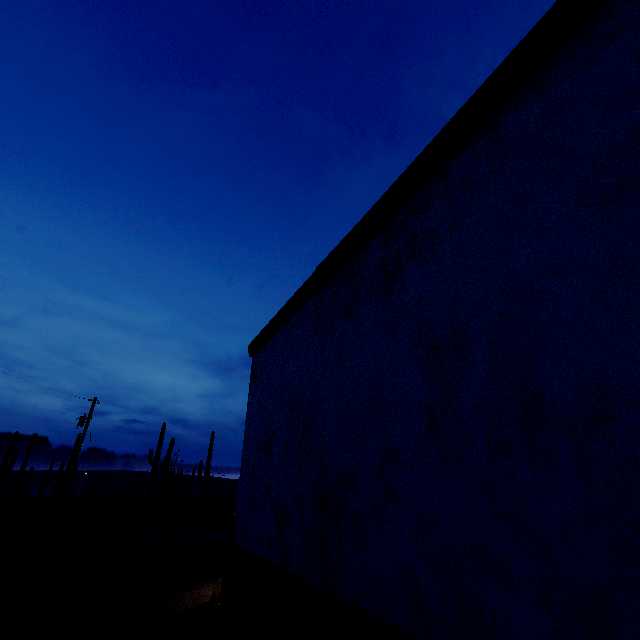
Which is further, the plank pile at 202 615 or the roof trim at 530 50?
the plank pile at 202 615

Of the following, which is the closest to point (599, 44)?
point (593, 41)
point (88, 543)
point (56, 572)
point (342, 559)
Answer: point (593, 41)

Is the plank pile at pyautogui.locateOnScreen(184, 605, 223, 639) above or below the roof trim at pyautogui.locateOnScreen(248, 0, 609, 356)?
below

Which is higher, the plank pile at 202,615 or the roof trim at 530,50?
the roof trim at 530,50

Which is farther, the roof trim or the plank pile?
the plank pile
